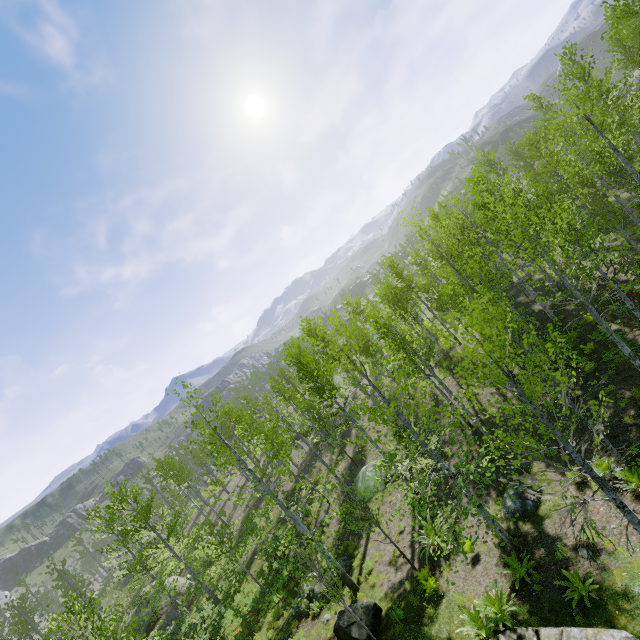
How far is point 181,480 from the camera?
32.0 meters

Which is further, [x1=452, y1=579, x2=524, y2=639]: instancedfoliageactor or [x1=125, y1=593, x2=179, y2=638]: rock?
[x1=125, y1=593, x2=179, y2=638]: rock

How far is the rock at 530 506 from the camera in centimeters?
1071cm

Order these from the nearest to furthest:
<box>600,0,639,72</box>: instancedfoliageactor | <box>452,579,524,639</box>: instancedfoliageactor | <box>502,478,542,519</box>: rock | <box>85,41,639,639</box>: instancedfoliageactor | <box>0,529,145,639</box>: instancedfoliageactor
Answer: <box>85,41,639,639</box>: instancedfoliageactor → <box>452,579,524,639</box>: instancedfoliageactor → <box>0,529,145,639</box>: instancedfoliageactor → <box>502,478,542,519</box>: rock → <box>600,0,639,72</box>: instancedfoliageactor

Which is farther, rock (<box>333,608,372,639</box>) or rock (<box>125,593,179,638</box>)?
rock (<box>125,593,179,638</box>)

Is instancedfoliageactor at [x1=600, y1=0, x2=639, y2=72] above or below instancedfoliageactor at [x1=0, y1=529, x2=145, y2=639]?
above

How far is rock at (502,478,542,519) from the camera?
10.7 meters

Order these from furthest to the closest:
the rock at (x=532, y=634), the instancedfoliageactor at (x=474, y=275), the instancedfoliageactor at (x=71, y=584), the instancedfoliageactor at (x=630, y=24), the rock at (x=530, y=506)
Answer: the instancedfoliageactor at (x=630, y=24) < the rock at (x=530, y=506) < the instancedfoliageactor at (x=71, y=584) < the instancedfoliageactor at (x=474, y=275) < the rock at (x=532, y=634)
